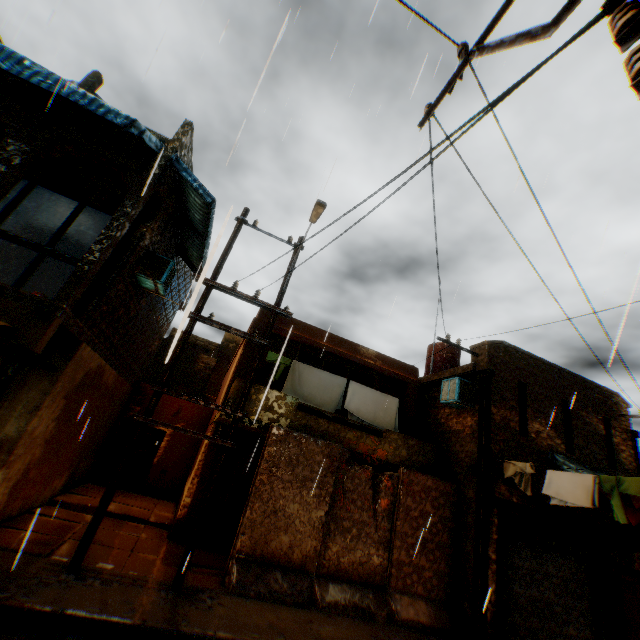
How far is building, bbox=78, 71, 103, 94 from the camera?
7.5m

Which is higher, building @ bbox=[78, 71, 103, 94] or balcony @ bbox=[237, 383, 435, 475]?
building @ bbox=[78, 71, 103, 94]

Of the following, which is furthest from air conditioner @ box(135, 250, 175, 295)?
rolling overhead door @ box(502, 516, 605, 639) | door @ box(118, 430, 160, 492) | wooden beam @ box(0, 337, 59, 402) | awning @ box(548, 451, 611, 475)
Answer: awning @ box(548, 451, 611, 475)

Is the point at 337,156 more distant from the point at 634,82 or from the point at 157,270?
the point at 157,270

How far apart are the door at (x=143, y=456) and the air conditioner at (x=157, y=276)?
7.6m

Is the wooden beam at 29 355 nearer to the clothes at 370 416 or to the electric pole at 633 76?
the clothes at 370 416

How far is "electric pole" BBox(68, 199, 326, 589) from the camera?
6.1m

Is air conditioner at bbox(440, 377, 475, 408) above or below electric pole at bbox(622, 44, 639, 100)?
above
